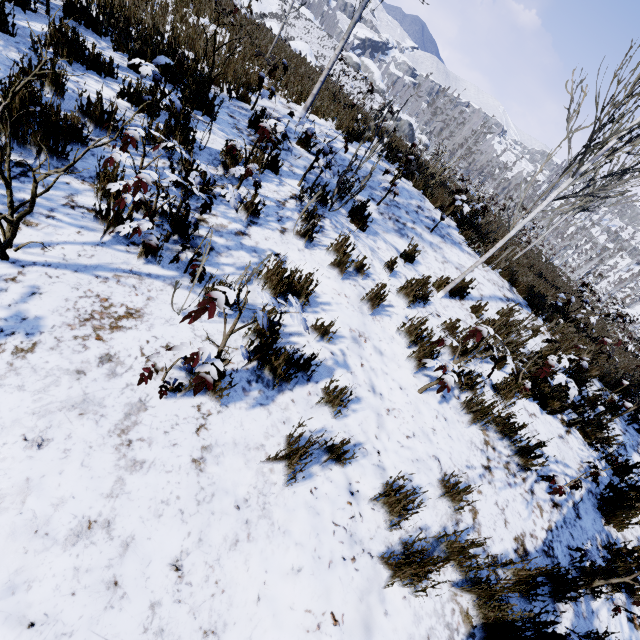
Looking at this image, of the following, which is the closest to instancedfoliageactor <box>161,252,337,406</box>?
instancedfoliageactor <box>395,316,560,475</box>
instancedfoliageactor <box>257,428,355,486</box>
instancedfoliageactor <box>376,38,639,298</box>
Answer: instancedfoliageactor <box>395,316,560,475</box>

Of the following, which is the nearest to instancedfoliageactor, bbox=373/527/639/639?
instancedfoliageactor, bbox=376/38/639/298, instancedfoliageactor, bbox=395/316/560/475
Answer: instancedfoliageactor, bbox=395/316/560/475

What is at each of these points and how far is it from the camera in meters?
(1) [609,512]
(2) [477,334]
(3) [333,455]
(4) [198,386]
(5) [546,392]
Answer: (1) instancedfoliageactor, 4.0 m
(2) instancedfoliageactor, 2.8 m
(3) instancedfoliageactor, 2.4 m
(4) instancedfoliageactor, 1.9 m
(5) instancedfoliageactor, 4.8 m

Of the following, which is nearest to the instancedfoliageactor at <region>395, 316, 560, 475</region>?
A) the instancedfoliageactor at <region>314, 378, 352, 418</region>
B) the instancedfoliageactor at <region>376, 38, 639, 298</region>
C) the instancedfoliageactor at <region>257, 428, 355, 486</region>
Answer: the instancedfoliageactor at <region>257, 428, 355, 486</region>

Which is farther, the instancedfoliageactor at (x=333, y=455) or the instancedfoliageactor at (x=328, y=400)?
the instancedfoliageactor at (x=328, y=400)

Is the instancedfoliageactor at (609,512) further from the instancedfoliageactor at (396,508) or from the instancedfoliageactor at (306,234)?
the instancedfoliageactor at (306,234)

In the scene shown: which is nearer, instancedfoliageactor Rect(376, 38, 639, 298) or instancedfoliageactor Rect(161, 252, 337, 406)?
instancedfoliageactor Rect(161, 252, 337, 406)

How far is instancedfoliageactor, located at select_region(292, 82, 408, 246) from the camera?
4.3m
